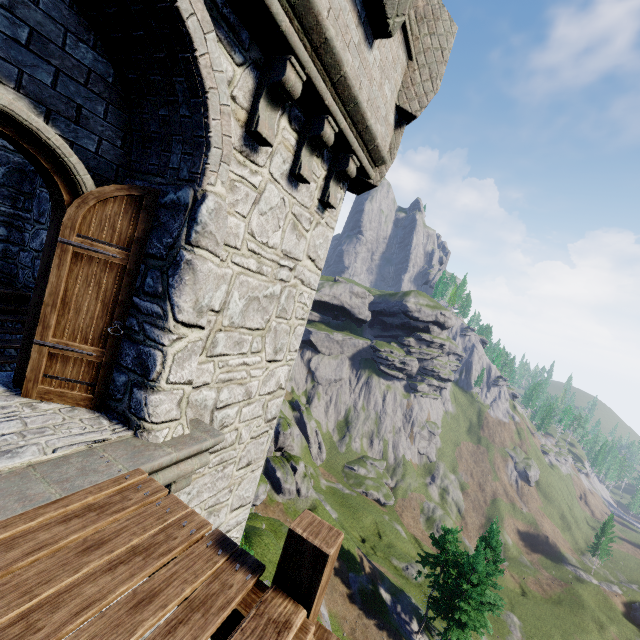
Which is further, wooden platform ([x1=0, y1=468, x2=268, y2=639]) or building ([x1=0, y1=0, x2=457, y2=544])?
building ([x1=0, y1=0, x2=457, y2=544])

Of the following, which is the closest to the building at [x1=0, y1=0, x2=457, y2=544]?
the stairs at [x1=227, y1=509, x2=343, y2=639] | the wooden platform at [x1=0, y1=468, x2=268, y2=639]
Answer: the wooden platform at [x1=0, y1=468, x2=268, y2=639]

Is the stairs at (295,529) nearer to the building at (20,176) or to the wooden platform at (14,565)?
the wooden platform at (14,565)

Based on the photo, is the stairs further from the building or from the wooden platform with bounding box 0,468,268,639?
the building

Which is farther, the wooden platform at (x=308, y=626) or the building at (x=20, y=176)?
the building at (x=20, y=176)

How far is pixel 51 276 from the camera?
3.44m
